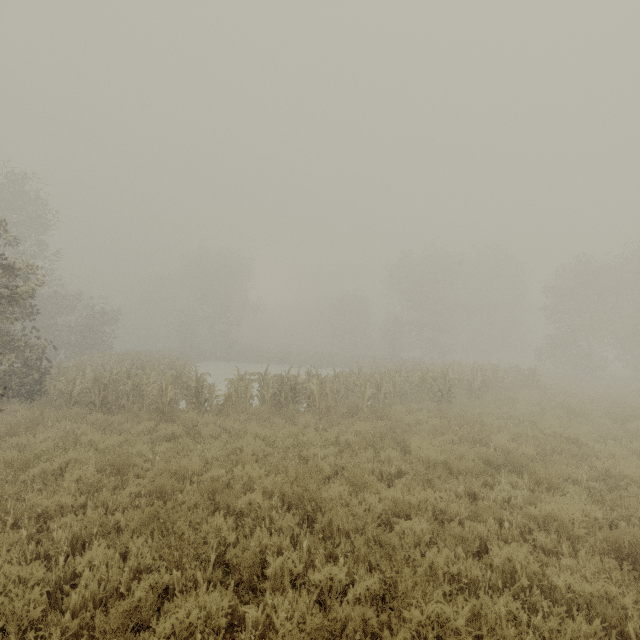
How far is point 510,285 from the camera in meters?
45.9
